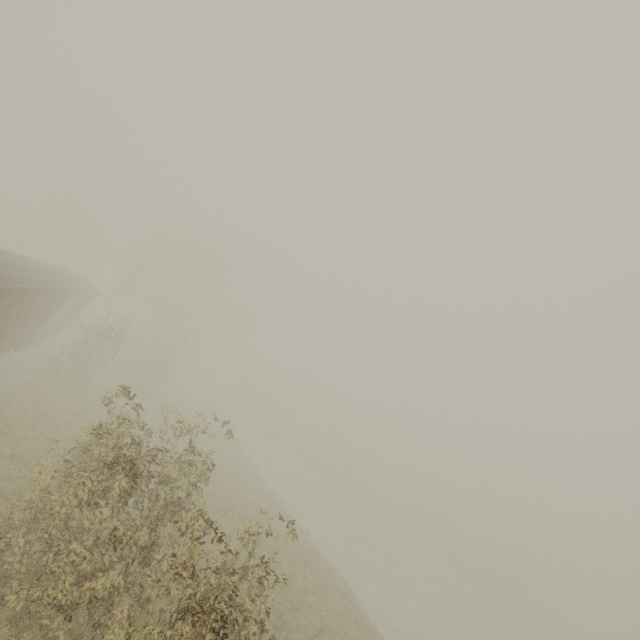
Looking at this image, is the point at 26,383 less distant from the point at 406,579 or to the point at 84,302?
the point at 84,302
